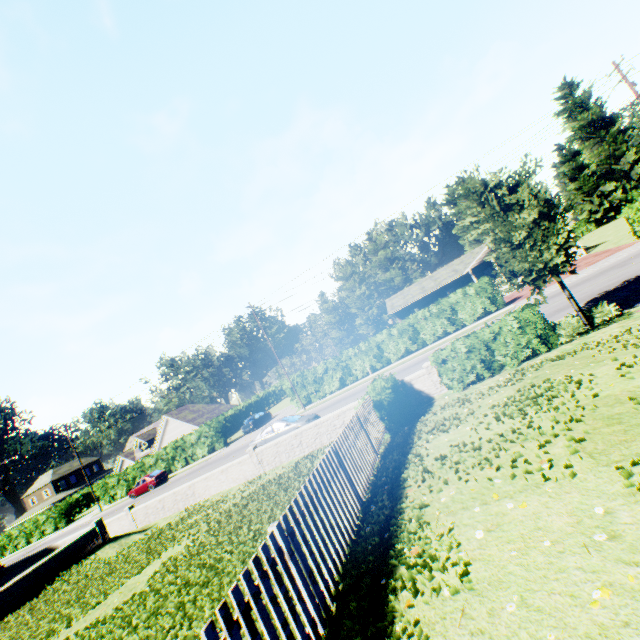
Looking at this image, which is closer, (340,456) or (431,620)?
(431,620)

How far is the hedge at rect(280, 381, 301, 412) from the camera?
33.0 meters

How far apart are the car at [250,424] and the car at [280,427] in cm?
1671

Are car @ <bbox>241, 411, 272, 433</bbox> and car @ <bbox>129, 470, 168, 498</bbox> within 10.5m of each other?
yes

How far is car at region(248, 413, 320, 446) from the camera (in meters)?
19.44

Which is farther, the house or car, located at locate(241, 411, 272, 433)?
the house

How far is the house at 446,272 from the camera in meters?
39.3 m

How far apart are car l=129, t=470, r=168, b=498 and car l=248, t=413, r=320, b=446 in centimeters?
2054cm
